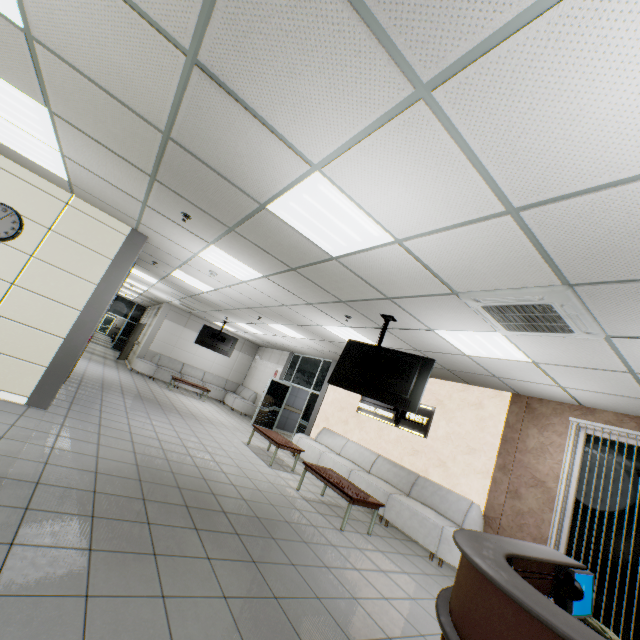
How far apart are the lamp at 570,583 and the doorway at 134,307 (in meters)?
22.21

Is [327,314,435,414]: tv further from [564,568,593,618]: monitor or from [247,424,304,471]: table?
[247,424,304,471]: table

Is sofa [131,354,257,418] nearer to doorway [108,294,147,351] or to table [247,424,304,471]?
table [247,424,304,471]

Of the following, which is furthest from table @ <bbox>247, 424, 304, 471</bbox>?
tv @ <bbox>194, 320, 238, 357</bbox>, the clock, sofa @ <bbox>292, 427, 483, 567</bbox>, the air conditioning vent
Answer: the clock

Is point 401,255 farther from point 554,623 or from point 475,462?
point 475,462

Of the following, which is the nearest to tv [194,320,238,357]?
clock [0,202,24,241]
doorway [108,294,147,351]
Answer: clock [0,202,24,241]

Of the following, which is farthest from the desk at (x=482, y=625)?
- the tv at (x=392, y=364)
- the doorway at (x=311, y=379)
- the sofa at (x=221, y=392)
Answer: the sofa at (x=221, y=392)

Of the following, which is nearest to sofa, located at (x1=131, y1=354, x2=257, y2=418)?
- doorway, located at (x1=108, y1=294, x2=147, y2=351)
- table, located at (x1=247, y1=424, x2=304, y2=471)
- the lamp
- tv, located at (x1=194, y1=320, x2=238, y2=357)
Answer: tv, located at (x1=194, y1=320, x2=238, y2=357)
